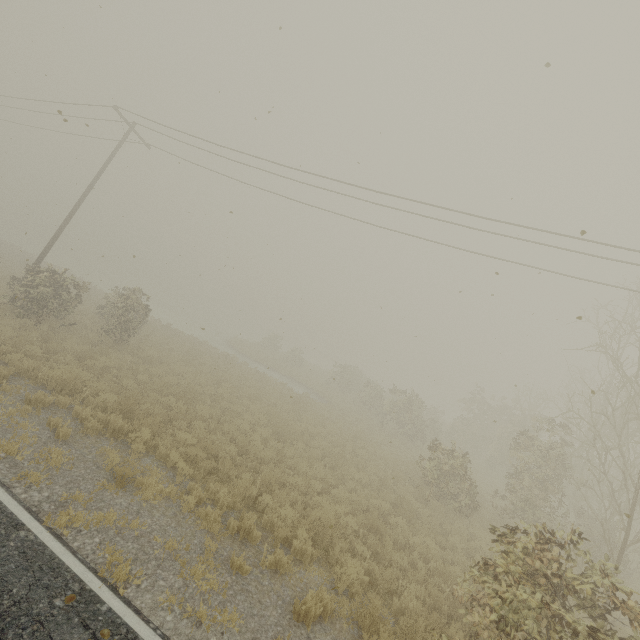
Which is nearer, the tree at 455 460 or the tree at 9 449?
the tree at 455 460

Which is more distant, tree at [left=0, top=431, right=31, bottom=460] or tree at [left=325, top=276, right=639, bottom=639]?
tree at [left=0, top=431, right=31, bottom=460]

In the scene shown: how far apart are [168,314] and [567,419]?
40.29m

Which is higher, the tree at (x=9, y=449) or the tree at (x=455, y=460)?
the tree at (x=455, y=460)

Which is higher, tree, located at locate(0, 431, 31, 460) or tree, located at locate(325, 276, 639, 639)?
tree, located at locate(325, 276, 639, 639)
